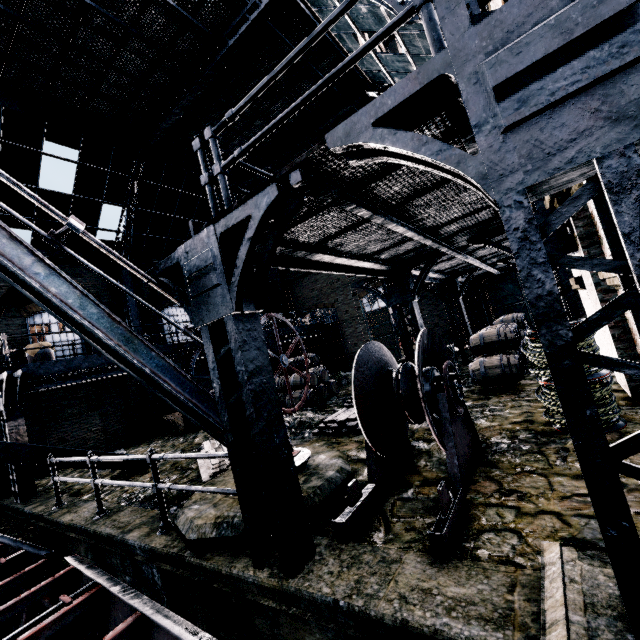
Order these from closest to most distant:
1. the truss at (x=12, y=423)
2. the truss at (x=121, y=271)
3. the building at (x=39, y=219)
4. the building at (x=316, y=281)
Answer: the truss at (x=12, y=423)
the building at (x=39, y=219)
the truss at (x=121, y=271)
the building at (x=316, y=281)

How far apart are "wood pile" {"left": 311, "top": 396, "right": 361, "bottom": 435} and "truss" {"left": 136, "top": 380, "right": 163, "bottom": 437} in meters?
10.9 m

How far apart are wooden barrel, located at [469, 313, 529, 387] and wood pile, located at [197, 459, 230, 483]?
6.6 meters

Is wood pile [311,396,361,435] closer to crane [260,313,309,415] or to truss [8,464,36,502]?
crane [260,313,309,415]

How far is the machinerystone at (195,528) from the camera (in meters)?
4.06

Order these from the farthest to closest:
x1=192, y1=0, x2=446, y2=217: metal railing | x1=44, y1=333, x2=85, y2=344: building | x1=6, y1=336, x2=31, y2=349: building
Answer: x1=44, y1=333, x2=85, y2=344: building < x1=6, y1=336, x2=31, y2=349: building < x1=192, y1=0, x2=446, y2=217: metal railing

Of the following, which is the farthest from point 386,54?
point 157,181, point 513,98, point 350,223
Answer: point 513,98

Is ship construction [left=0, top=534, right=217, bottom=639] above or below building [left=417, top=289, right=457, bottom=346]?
below
